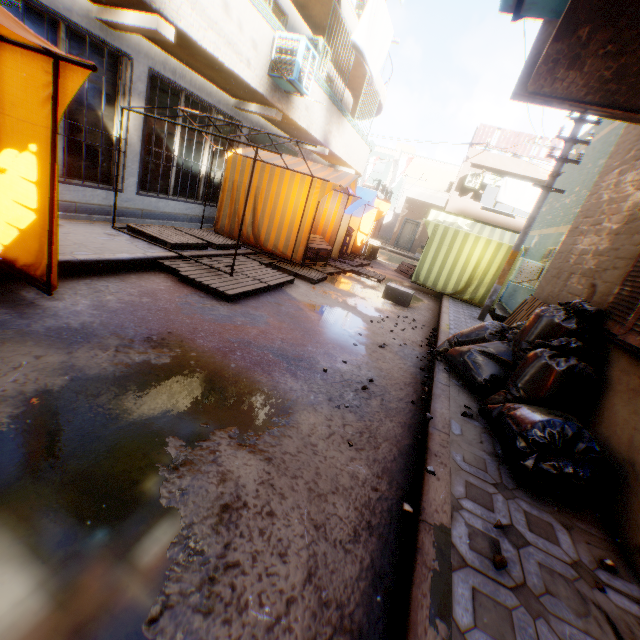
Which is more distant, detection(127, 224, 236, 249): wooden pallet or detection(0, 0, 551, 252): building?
detection(127, 224, 236, 249): wooden pallet

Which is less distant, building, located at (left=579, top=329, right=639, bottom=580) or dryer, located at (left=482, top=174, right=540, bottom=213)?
building, located at (left=579, top=329, right=639, bottom=580)

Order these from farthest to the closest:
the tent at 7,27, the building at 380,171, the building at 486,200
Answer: the building at 380,171, the building at 486,200, the tent at 7,27

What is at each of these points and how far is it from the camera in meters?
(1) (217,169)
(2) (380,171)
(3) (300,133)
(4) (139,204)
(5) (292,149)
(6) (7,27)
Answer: (1) building, 8.9 m
(2) building, 44.5 m
(3) building, 10.2 m
(4) building, 7.2 m
(5) building, 11.9 m
(6) tent, 2.0 m

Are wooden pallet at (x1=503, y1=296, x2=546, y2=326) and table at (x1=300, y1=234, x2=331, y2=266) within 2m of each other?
no

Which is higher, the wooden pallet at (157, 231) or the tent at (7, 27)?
the tent at (7, 27)

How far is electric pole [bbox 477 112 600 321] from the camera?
6.9 meters

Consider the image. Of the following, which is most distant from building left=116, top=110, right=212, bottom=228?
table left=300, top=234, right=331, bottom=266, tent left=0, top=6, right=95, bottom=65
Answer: table left=300, top=234, right=331, bottom=266
